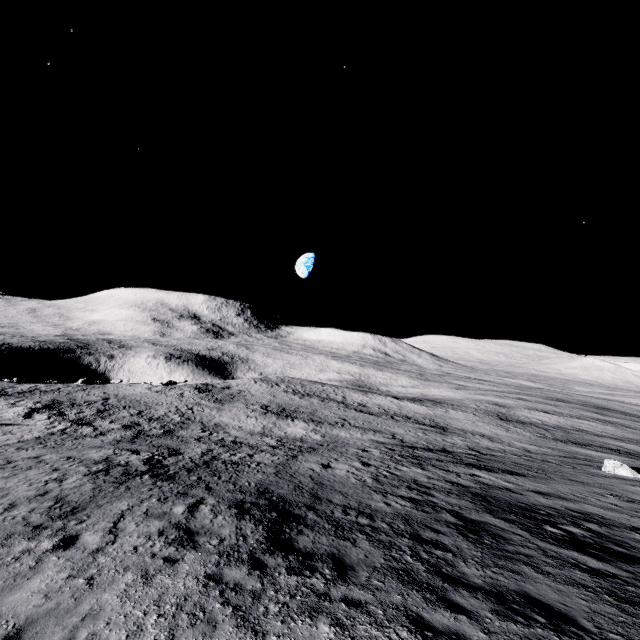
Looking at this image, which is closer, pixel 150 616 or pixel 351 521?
pixel 150 616
